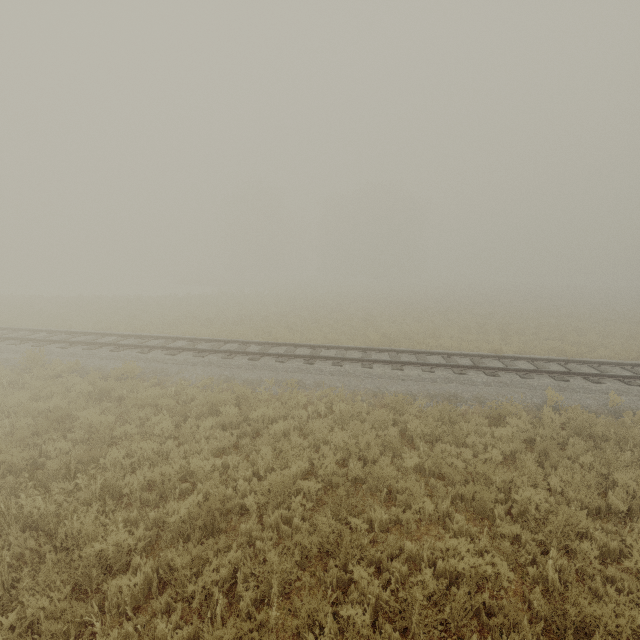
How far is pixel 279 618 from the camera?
4.1m
